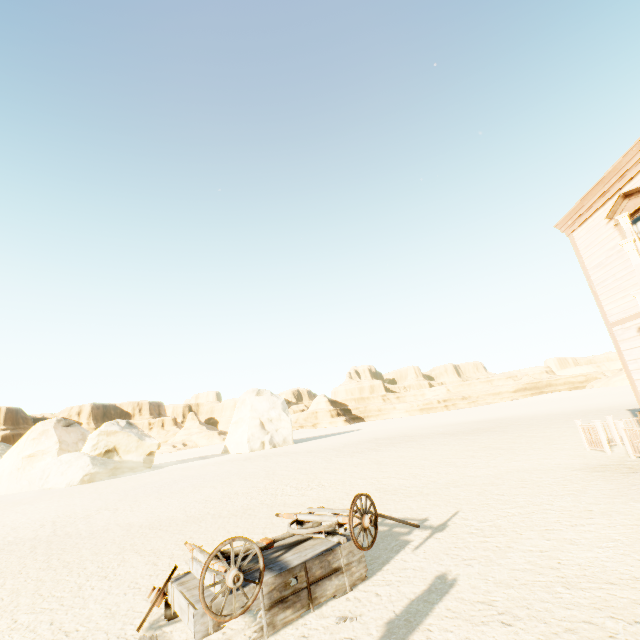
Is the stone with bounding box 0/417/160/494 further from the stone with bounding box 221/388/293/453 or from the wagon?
the wagon

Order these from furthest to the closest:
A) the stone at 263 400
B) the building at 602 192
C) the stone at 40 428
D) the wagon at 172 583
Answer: the stone at 263 400, the stone at 40 428, the building at 602 192, the wagon at 172 583

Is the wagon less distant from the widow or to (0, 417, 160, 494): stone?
the widow

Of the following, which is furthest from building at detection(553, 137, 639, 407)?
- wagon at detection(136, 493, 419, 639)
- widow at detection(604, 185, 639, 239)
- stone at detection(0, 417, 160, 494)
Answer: stone at detection(0, 417, 160, 494)

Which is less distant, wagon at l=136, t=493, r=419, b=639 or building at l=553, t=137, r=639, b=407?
wagon at l=136, t=493, r=419, b=639

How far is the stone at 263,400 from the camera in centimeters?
3525cm

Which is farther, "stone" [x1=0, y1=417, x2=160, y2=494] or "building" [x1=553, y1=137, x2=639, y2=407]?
"stone" [x1=0, y1=417, x2=160, y2=494]

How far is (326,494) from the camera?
9.89m
